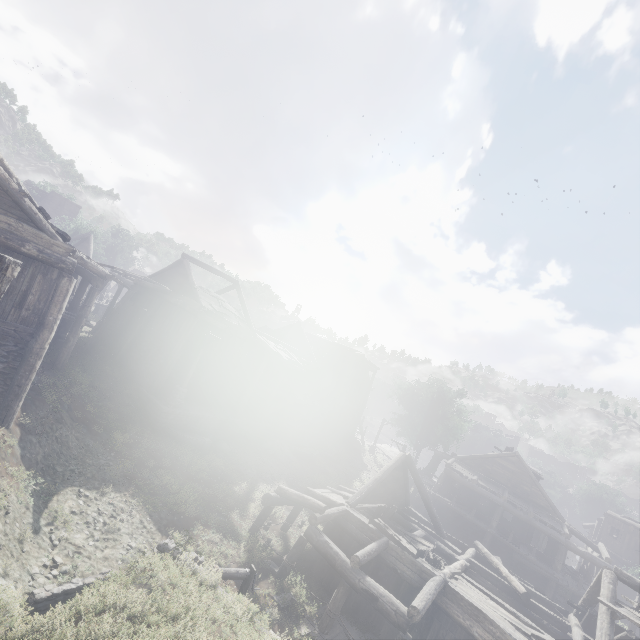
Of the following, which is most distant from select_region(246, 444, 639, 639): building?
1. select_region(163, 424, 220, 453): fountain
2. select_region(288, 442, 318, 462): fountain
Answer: select_region(288, 442, 318, 462): fountain

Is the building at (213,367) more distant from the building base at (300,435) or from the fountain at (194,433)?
the fountain at (194,433)

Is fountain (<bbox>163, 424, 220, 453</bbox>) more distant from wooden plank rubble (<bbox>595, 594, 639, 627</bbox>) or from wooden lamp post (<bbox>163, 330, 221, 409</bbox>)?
A: wooden plank rubble (<bbox>595, 594, 639, 627</bbox>)

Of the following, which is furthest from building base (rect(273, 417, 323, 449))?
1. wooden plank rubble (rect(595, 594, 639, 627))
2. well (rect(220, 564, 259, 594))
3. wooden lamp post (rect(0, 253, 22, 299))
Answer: wooden plank rubble (rect(595, 594, 639, 627))

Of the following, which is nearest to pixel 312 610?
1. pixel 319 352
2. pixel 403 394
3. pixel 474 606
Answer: pixel 474 606

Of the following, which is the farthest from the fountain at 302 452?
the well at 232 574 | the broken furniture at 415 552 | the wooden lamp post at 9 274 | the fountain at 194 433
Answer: the wooden lamp post at 9 274

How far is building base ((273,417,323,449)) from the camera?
25.7 meters
